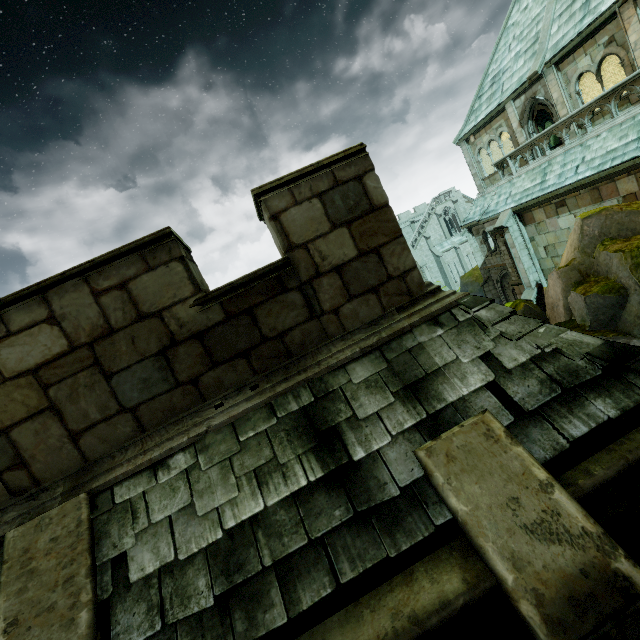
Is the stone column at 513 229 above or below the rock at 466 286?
above

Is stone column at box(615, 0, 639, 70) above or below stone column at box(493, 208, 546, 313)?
above

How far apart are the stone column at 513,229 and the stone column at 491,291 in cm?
641

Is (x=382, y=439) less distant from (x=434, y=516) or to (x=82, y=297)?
(x=434, y=516)

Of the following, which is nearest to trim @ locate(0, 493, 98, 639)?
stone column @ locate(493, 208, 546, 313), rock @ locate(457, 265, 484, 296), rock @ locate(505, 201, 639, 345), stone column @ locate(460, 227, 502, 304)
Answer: rock @ locate(505, 201, 639, 345)

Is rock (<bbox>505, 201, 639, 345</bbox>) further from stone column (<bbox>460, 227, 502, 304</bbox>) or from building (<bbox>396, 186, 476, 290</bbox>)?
building (<bbox>396, 186, 476, 290</bbox>)

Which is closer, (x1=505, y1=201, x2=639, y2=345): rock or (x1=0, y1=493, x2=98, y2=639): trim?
(x1=0, y1=493, x2=98, y2=639): trim

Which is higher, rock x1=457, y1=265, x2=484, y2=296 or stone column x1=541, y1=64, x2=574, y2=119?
stone column x1=541, y1=64, x2=574, y2=119
